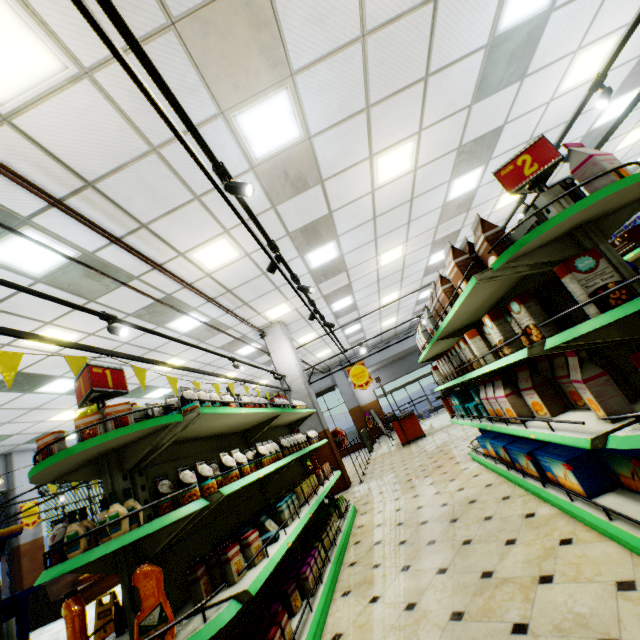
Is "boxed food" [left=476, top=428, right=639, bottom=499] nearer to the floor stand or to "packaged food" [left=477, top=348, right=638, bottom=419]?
"packaged food" [left=477, top=348, right=638, bottom=419]

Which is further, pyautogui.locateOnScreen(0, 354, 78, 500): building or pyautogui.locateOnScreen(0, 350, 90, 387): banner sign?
pyautogui.locateOnScreen(0, 354, 78, 500): building

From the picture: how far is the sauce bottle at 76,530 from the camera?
1.9m

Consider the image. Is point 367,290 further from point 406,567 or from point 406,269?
point 406,567

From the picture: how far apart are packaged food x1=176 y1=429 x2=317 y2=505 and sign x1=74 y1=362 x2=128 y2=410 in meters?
1.0

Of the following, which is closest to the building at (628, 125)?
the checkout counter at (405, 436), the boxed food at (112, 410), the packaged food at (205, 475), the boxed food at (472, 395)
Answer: the checkout counter at (405, 436)

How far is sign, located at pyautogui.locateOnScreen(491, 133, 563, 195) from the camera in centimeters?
208cm

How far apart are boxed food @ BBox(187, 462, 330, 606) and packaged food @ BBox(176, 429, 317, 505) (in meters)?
0.44
